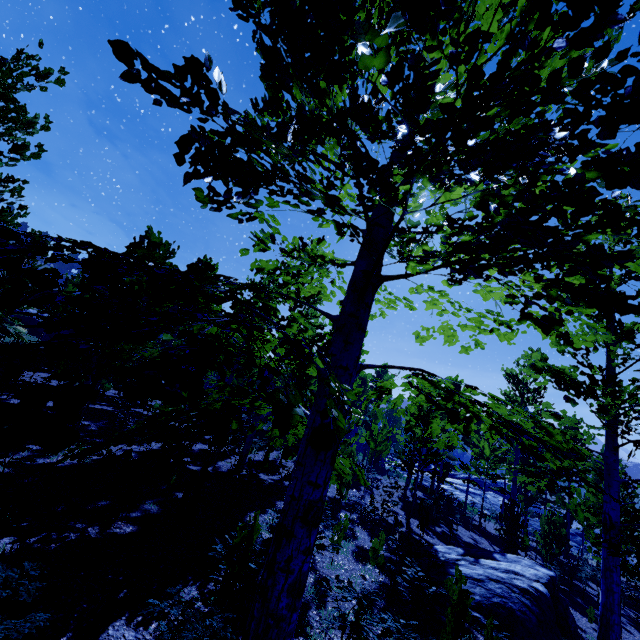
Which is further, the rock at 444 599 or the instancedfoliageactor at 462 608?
the rock at 444 599

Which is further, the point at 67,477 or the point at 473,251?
the point at 67,477

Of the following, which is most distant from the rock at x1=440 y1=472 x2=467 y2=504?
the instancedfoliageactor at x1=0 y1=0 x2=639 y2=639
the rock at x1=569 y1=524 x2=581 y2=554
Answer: the rock at x1=569 y1=524 x2=581 y2=554

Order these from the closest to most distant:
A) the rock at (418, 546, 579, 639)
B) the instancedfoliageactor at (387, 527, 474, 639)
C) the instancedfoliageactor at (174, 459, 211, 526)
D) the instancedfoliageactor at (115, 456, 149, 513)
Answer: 1. the instancedfoliageactor at (115, 456, 149, 513)
2. the instancedfoliageactor at (387, 527, 474, 639)
3. the instancedfoliageactor at (174, 459, 211, 526)
4. the rock at (418, 546, 579, 639)

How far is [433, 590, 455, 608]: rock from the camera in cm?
782

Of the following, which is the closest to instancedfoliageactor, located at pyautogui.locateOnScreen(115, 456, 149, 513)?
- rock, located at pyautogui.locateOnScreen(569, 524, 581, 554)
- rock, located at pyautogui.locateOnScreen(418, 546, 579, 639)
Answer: rock, located at pyautogui.locateOnScreen(418, 546, 579, 639)

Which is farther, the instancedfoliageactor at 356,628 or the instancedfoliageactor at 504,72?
the instancedfoliageactor at 356,628
